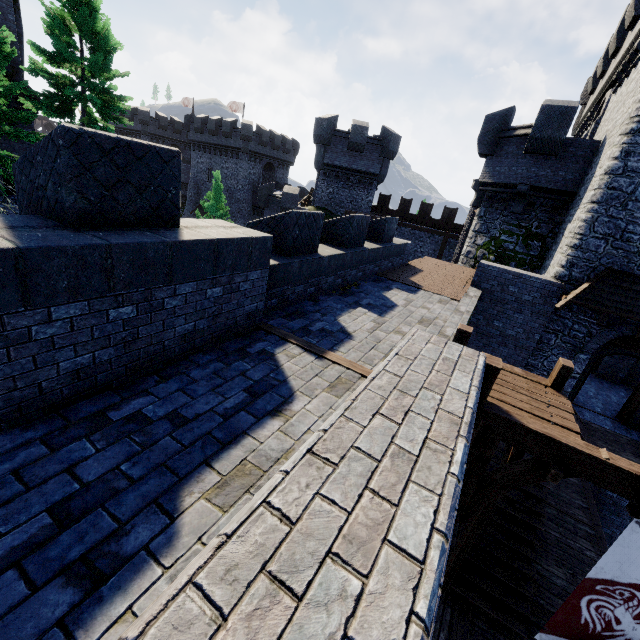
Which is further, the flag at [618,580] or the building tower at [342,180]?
the building tower at [342,180]

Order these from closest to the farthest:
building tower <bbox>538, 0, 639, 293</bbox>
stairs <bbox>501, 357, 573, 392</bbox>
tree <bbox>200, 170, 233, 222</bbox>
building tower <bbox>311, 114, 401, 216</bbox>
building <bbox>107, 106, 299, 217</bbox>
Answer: stairs <bbox>501, 357, 573, 392</bbox>, building tower <bbox>538, 0, 639, 293</bbox>, building tower <bbox>311, 114, 401, 216</bbox>, tree <bbox>200, 170, 233, 222</bbox>, building <bbox>107, 106, 299, 217</bbox>

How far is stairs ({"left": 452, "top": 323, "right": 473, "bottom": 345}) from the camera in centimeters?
605cm

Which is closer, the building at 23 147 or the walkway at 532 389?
the walkway at 532 389

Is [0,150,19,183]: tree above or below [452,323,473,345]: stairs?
above

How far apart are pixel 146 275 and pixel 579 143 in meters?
18.1 m

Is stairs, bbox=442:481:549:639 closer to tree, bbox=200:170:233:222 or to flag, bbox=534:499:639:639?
flag, bbox=534:499:639:639

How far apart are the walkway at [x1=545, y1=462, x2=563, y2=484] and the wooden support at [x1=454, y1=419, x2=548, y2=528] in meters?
0.0 m
